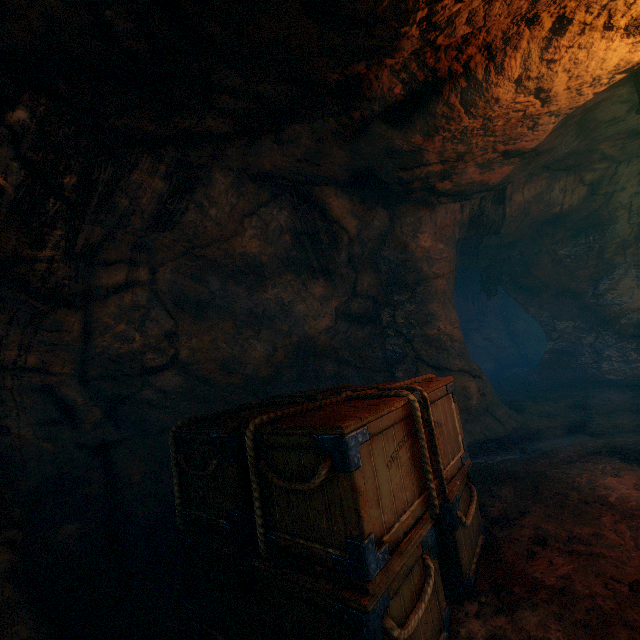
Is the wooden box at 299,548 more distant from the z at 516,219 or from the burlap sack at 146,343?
the z at 516,219

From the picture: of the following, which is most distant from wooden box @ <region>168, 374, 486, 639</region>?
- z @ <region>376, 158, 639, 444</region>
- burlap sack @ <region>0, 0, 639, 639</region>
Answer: z @ <region>376, 158, 639, 444</region>

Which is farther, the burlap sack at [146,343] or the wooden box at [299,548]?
the burlap sack at [146,343]

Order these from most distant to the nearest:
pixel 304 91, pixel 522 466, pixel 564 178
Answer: pixel 564 178 < pixel 522 466 < pixel 304 91

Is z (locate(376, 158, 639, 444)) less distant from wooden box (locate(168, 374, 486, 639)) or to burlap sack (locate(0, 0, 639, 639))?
burlap sack (locate(0, 0, 639, 639))
